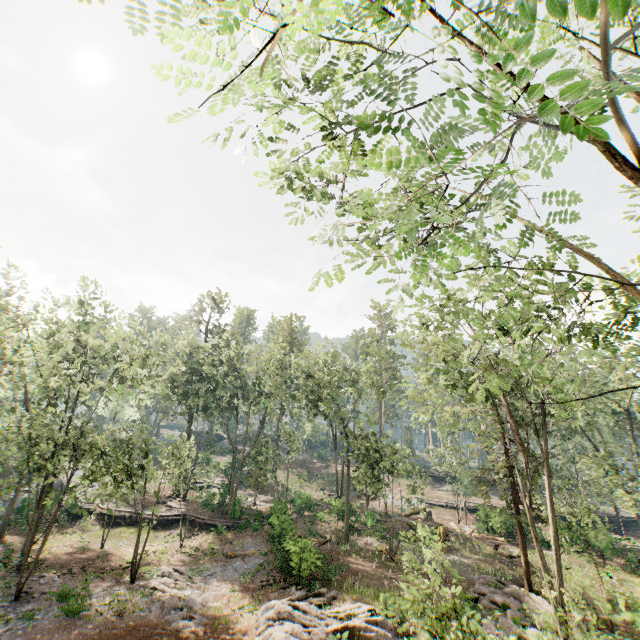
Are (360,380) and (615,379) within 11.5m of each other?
no

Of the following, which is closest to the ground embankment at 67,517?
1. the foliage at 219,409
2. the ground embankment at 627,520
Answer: the foliage at 219,409

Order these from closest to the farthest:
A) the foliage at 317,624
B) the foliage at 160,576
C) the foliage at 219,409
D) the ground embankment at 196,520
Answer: the foliage at 219,409 → the foliage at 317,624 → the foliage at 160,576 → the ground embankment at 196,520

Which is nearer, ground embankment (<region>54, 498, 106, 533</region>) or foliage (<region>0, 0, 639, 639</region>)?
foliage (<region>0, 0, 639, 639</region>)

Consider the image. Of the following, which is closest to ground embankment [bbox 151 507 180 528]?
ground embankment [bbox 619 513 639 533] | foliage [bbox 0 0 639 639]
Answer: foliage [bbox 0 0 639 639]

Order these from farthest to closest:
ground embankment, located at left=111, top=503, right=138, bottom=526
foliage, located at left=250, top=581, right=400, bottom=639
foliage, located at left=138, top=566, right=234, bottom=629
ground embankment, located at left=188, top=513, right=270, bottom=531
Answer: ground embankment, located at left=111, top=503, right=138, bottom=526
ground embankment, located at left=188, top=513, right=270, bottom=531
foliage, located at left=138, top=566, right=234, bottom=629
foliage, located at left=250, top=581, right=400, bottom=639
